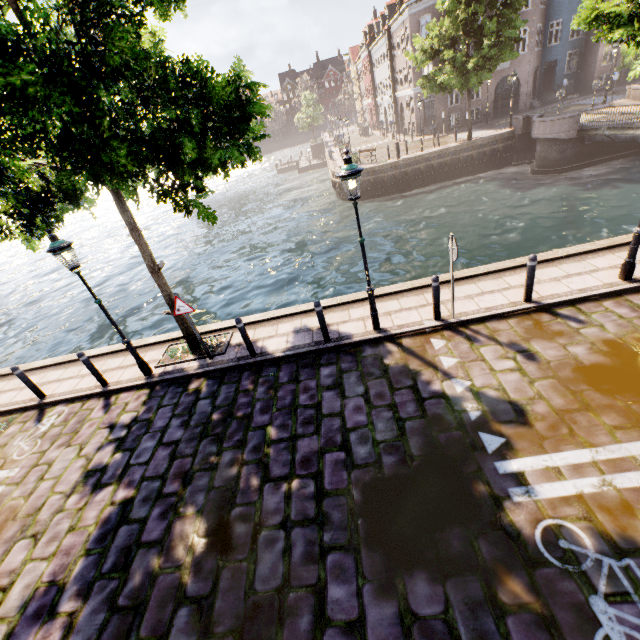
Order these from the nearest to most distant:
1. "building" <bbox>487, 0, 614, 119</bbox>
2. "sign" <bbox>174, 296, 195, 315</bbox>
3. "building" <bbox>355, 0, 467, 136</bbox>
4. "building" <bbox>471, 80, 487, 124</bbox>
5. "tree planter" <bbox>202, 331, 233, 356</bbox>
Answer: "sign" <bbox>174, 296, 195, 315</bbox> → "tree planter" <bbox>202, 331, 233, 356</bbox> → "building" <bbox>487, 0, 614, 119</bbox> → "building" <bbox>355, 0, 467, 136</bbox> → "building" <bbox>471, 80, 487, 124</bbox>

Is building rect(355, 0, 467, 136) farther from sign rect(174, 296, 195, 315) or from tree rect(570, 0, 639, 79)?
sign rect(174, 296, 195, 315)

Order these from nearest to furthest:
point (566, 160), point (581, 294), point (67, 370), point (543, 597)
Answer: point (543, 597), point (581, 294), point (67, 370), point (566, 160)

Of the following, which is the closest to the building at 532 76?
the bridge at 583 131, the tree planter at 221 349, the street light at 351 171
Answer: the bridge at 583 131

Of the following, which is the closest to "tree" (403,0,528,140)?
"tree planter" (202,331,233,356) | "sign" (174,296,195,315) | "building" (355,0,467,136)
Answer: "tree planter" (202,331,233,356)

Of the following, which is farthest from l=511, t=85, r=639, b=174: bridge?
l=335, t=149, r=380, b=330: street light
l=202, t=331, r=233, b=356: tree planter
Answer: l=202, t=331, r=233, b=356: tree planter

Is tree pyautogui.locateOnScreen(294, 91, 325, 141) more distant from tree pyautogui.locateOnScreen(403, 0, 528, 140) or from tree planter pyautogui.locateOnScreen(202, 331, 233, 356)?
tree planter pyautogui.locateOnScreen(202, 331, 233, 356)

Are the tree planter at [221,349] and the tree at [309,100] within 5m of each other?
no
